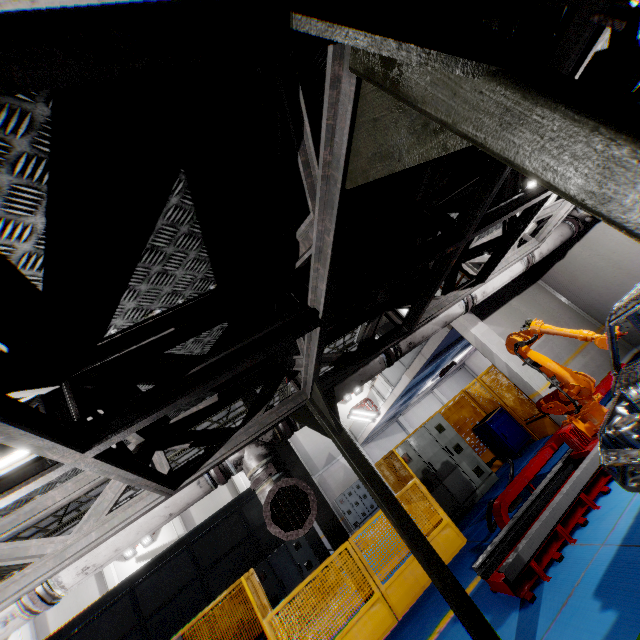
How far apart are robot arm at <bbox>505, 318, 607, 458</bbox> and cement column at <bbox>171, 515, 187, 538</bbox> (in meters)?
20.55

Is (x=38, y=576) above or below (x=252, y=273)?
below

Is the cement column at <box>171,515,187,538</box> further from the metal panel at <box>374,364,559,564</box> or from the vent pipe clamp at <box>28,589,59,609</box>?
the vent pipe clamp at <box>28,589,59,609</box>

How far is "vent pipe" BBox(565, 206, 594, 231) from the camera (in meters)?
7.48

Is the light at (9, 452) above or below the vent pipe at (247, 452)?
above

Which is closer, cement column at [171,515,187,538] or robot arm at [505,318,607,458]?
robot arm at [505,318,607,458]

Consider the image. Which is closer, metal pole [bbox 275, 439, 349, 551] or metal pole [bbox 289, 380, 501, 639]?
metal pole [bbox 289, 380, 501, 639]

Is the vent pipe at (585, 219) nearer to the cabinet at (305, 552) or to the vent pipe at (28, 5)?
the vent pipe at (28, 5)
